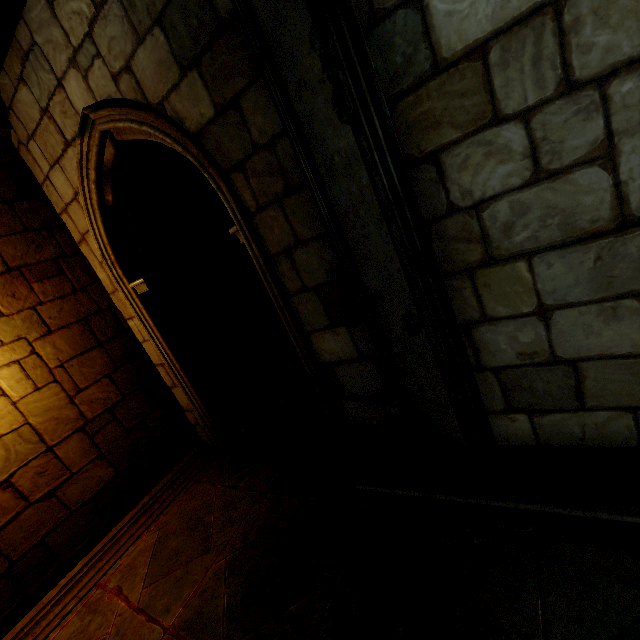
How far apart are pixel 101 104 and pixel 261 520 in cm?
397

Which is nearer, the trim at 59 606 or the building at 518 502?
the building at 518 502

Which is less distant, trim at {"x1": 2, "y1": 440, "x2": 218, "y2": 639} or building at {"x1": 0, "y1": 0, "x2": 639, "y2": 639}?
building at {"x1": 0, "y1": 0, "x2": 639, "y2": 639}
